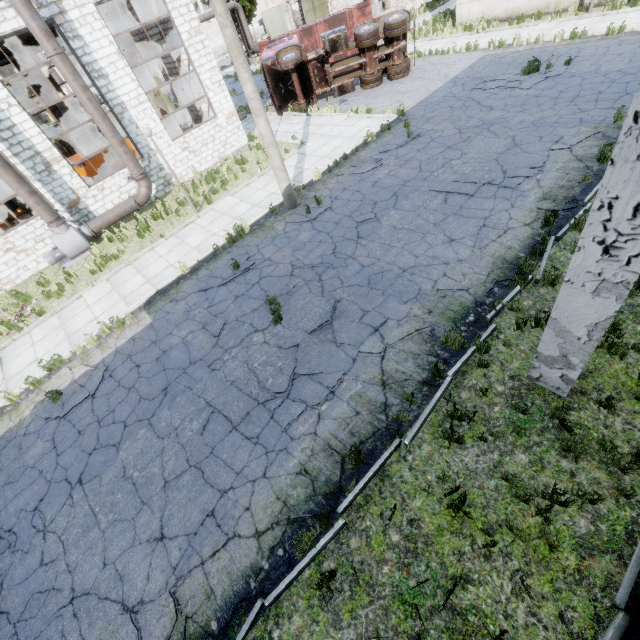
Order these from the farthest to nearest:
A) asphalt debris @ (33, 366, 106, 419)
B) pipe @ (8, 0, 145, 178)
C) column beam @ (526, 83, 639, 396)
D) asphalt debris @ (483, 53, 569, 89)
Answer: asphalt debris @ (483, 53, 569, 89)
pipe @ (8, 0, 145, 178)
asphalt debris @ (33, 366, 106, 419)
column beam @ (526, 83, 639, 396)

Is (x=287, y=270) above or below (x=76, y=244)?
below

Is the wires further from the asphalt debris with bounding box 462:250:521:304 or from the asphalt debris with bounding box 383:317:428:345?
the asphalt debris with bounding box 462:250:521:304

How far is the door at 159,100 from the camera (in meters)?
24.66

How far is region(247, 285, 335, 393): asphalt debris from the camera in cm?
→ 689

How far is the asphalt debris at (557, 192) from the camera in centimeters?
820cm

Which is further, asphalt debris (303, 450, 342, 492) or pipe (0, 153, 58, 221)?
pipe (0, 153, 58, 221)

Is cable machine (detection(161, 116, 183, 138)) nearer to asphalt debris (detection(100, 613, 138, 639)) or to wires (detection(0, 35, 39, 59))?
wires (detection(0, 35, 39, 59))
